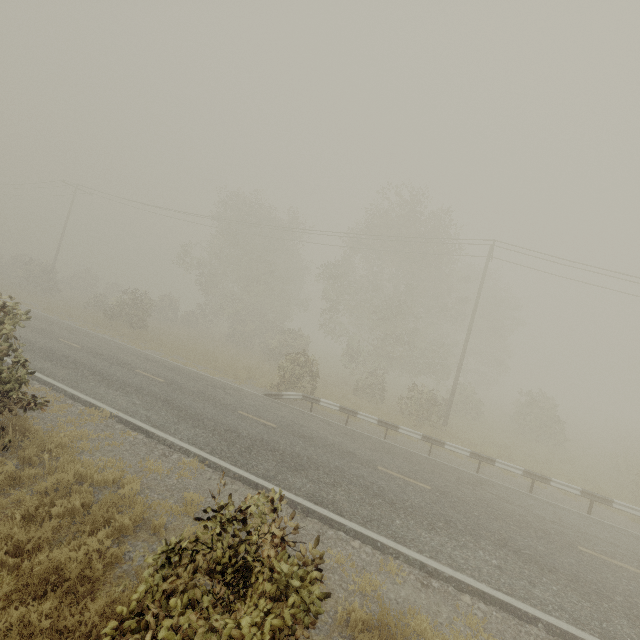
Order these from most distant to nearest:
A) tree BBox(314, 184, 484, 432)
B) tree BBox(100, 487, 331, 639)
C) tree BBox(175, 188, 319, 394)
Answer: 1. tree BBox(175, 188, 319, 394)
2. tree BBox(314, 184, 484, 432)
3. tree BBox(100, 487, 331, 639)

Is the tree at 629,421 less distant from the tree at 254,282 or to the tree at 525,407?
the tree at 525,407

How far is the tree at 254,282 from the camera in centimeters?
2588cm

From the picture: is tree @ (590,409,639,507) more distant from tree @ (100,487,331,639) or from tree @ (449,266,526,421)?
tree @ (449,266,526,421)

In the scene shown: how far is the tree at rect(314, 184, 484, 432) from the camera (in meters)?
22.86

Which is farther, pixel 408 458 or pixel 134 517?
pixel 408 458

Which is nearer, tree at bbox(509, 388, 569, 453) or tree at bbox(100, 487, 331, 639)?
tree at bbox(100, 487, 331, 639)

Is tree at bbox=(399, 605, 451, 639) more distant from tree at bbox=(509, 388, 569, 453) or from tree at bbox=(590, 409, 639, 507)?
tree at bbox=(509, 388, 569, 453)
